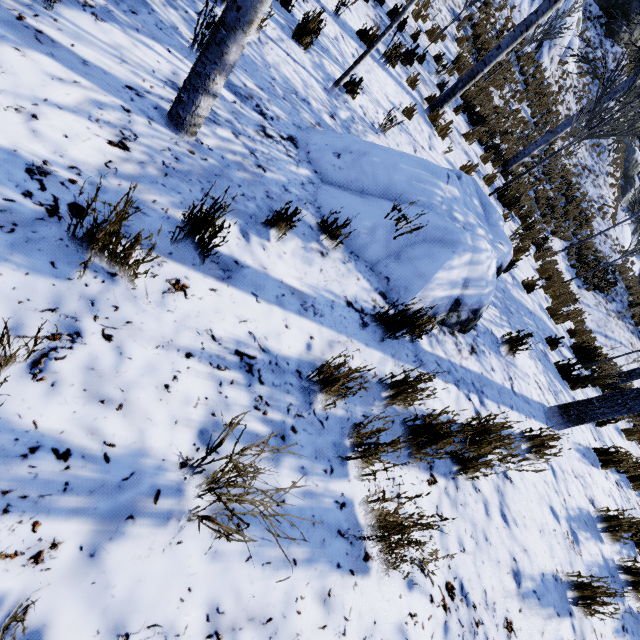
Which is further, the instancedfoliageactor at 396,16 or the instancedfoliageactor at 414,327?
the instancedfoliageactor at 396,16

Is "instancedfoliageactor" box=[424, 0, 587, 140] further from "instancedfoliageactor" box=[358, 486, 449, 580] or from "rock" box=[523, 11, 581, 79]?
"rock" box=[523, 11, 581, 79]

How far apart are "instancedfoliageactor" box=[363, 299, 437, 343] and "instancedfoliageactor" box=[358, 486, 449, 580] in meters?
0.3

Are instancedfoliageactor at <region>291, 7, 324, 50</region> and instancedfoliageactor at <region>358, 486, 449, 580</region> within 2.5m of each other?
no

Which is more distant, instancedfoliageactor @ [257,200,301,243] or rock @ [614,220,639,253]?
rock @ [614,220,639,253]

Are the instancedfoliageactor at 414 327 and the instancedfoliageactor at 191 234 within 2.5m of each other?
yes

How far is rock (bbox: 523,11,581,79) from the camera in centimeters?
1659cm

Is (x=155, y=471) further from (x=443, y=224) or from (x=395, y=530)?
(x=443, y=224)
